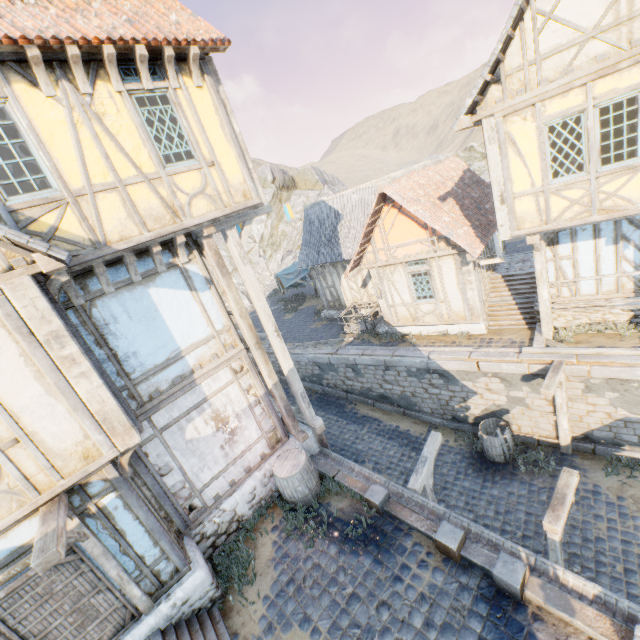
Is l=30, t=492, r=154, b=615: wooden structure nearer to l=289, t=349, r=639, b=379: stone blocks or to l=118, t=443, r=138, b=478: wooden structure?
l=118, t=443, r=138, b=478: wooden structure

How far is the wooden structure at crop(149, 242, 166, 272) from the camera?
6.1m

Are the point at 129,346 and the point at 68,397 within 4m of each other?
yes

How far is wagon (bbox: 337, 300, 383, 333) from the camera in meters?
15.2

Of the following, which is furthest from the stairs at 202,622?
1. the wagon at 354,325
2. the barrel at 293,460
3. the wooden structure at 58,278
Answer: the wagon at 354,325

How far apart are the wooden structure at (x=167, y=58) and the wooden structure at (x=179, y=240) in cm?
268

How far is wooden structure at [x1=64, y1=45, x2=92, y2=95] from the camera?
4.8m

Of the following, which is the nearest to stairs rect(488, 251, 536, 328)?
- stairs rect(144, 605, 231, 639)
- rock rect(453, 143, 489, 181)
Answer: rock rect(453, 143, 489, 181)
